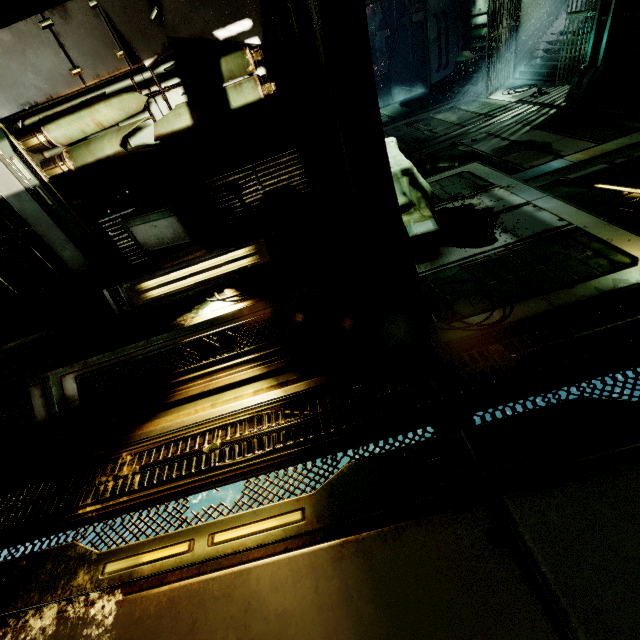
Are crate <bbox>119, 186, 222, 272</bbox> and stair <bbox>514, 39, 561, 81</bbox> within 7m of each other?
no

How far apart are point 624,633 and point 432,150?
8.9m

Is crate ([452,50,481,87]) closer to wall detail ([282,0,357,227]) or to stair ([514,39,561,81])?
stair ([514,39,561,81])

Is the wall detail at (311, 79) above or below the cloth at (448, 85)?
above

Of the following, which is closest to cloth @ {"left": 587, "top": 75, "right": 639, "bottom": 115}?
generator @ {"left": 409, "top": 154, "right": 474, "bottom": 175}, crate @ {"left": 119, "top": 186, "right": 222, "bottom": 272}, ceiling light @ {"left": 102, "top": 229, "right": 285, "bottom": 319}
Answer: generator @ {"left": 409, "top": 154, "right": 474, "bottom": 175}

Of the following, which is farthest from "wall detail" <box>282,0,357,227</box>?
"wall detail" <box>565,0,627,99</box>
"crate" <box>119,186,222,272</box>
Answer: "wall detail" <box>565,0,627,99</box>

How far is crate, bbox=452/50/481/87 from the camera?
11.7m

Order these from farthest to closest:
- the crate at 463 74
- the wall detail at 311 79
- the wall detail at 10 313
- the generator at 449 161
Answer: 1. the crate at 463 74
2. the generator at 449 161
3. the wall detail at 10 313
4. the wall detail at 311 79
